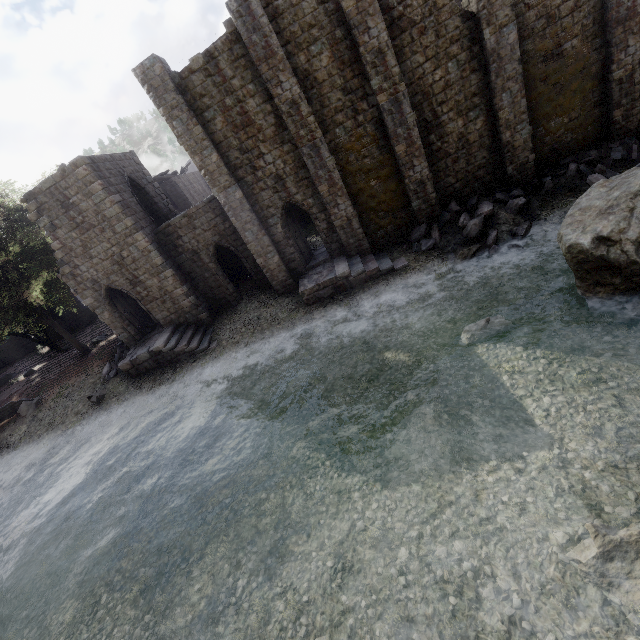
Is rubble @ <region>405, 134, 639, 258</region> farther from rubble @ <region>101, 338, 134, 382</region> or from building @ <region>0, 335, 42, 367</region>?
rubble @ <region>101, 338, 134, 382</region>

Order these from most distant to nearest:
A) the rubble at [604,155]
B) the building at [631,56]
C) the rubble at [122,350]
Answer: the rubble at [122,350]
the rubble at [604,155]
the building at [631,56]

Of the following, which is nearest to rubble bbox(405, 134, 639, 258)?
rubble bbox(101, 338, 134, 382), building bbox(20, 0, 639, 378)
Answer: building bbox(20, 0, 639, 378)

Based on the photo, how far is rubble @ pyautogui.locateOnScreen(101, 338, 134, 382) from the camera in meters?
20.9 m

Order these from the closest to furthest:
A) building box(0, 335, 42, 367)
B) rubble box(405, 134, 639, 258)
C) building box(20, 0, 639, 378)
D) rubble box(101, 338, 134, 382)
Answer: building box(20, 0, 639, 378) → rubble box(405, 134, 639, 258) → rubble box(101, 338, 134, 382) → building box(0, 335, 42, 367)

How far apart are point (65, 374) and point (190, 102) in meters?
20.7

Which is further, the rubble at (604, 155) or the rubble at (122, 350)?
the rubble at (122, 350)
